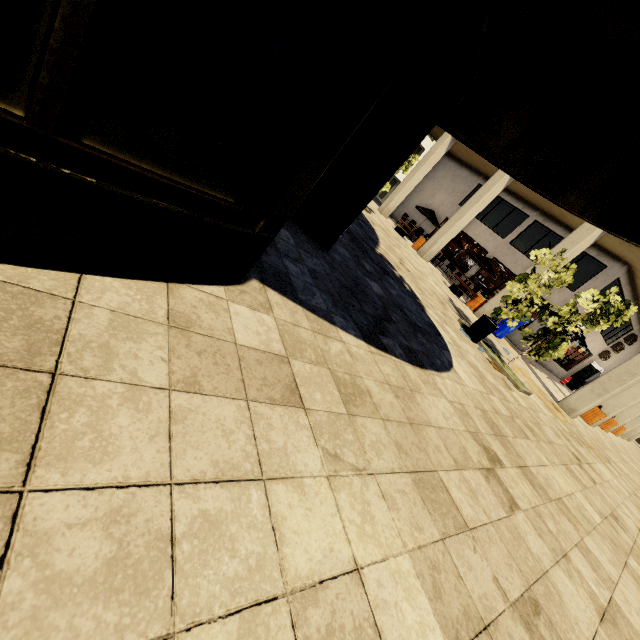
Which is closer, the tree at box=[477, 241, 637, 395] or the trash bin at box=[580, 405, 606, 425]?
the tree at box=[477, 241, 637, 395]

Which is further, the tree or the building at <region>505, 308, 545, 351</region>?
the building at <region>505, 308, 545, 351</region>

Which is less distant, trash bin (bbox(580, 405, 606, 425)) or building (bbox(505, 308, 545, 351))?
trash bin (bbox(580, 405, 606, 425))

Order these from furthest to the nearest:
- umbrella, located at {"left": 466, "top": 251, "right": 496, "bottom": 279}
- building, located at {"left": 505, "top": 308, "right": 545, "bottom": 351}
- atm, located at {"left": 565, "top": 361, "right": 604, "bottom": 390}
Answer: atm, located at {"left": 565, "top": 361, "right": 604, "bottom": 390} < umbrella, located at {"left": 466, "top": 251, "right": 496, "bottom": 279} < building, located at {"left": 505, "top": 308, "right": 545, "bottom": 351}

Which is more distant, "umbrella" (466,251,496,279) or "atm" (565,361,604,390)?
"atm" (565,361,604,390)

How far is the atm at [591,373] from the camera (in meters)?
22.62

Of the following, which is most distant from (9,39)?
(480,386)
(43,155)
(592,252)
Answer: (592,252)

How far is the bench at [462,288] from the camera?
14.65m
